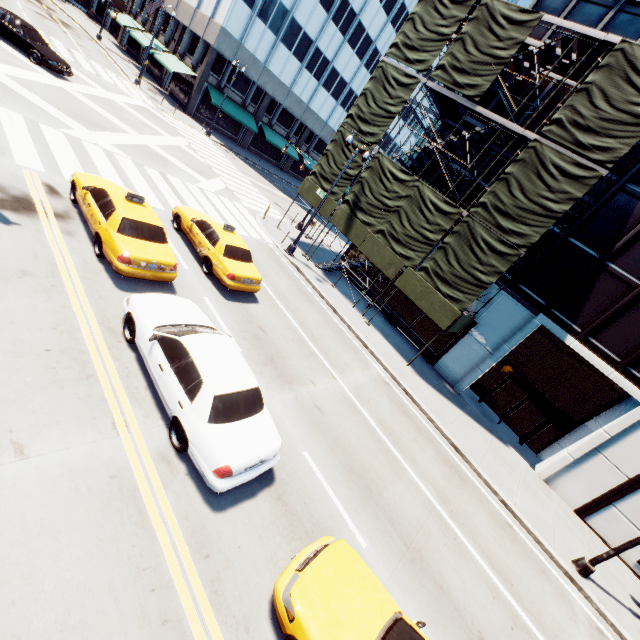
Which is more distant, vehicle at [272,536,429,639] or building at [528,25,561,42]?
building at [528,25,561,42]

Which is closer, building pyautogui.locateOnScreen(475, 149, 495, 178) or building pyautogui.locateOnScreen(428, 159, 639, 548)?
building pyautogui.locateOnScreen(428, 159, 639, 548)

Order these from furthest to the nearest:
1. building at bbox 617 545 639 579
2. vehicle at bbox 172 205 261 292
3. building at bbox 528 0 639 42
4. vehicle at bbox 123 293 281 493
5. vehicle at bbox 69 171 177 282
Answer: building at bbox 528 0 639 42
building at bbox 617 545 639 579
vehicle at bbox 172 205 261 292
vehicle at bbox 69 171 177 282
vehicle at bbox 123 293 281 493

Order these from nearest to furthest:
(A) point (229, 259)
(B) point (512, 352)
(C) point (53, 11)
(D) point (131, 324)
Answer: (D) point (131, 324)
(A) point (229, 259)
(B) point (512, 352)
(C) point (53, 11)

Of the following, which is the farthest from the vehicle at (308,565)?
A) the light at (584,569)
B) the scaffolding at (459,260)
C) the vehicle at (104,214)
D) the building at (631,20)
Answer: the building at (631,20)

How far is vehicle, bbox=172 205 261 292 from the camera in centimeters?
1165cm

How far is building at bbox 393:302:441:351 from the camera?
20.3m

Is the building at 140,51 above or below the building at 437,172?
below
